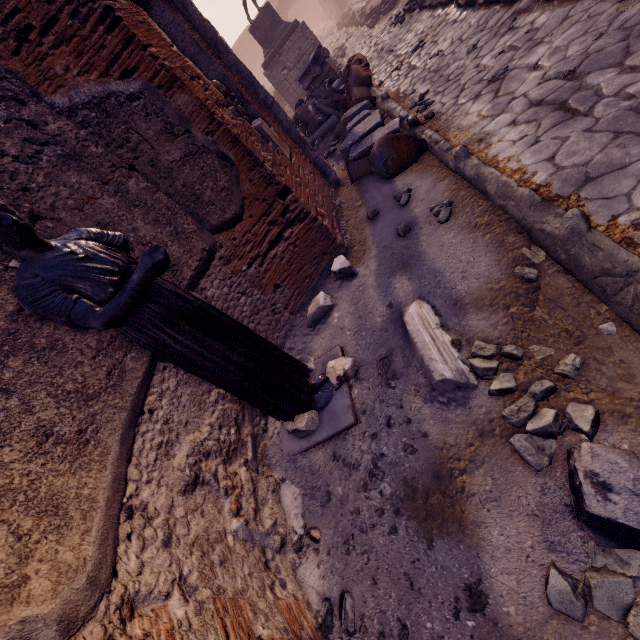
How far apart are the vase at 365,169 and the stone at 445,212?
1.4m

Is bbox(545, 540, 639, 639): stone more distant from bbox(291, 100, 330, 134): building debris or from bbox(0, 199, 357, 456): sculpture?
bbox(291, 100, 330, 134): building debris

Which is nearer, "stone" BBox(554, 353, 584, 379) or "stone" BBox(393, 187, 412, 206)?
"stone" BBox(554, 353, 584, 379)

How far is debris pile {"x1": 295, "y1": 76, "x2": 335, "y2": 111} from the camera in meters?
9.4

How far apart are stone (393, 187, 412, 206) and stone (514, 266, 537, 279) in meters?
1.9 m

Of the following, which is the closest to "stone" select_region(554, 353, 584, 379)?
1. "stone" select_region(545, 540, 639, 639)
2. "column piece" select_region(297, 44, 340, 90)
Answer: "stone" select_region(545, 540, 639, 639)

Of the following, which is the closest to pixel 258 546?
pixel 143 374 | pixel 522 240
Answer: pixel 143 374

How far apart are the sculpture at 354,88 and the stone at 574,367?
7.0 meters
